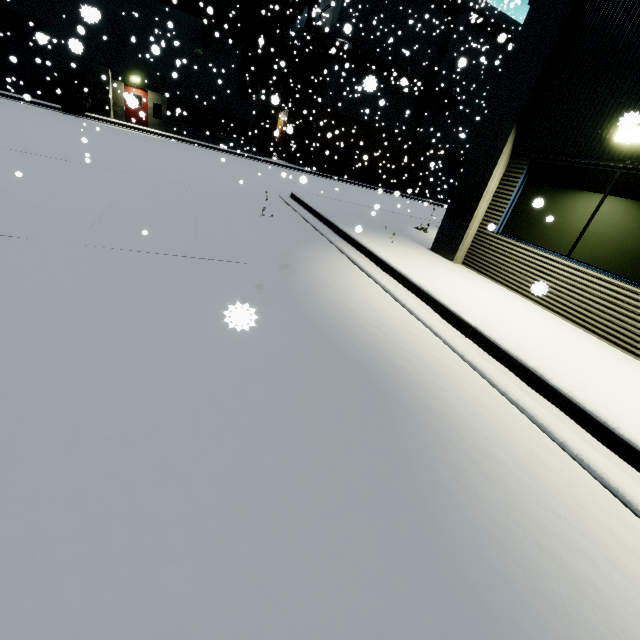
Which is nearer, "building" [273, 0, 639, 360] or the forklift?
"building" [273, 0, 639, 360]

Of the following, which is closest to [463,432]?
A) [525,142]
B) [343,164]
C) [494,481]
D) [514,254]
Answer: [494,481]

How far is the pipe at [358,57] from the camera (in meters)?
24.44

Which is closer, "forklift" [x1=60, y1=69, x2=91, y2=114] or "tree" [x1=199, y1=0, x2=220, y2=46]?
"forklift" [x1=60, y1=69, x2=91, y2=114]

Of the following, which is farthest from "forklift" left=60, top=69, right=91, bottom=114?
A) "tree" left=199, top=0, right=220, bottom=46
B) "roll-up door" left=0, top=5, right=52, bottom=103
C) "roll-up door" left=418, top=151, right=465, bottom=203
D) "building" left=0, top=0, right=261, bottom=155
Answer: "roll-up door" left=418, top=151, right=465, bottom=203

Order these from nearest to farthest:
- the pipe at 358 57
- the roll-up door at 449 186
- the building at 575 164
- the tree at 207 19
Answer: the building at 575 164 < the tree at 207 19 < the pipe at 358 57 < the roll-up door at 449 186

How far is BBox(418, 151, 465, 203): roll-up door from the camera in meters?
33.3

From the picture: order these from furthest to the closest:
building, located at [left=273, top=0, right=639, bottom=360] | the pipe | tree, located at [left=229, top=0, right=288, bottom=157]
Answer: the pipe
tree, located at [left=229, top=0, right=288, bottom=157]
building, located at [left=273, top=0, right=639, bottom=360]
